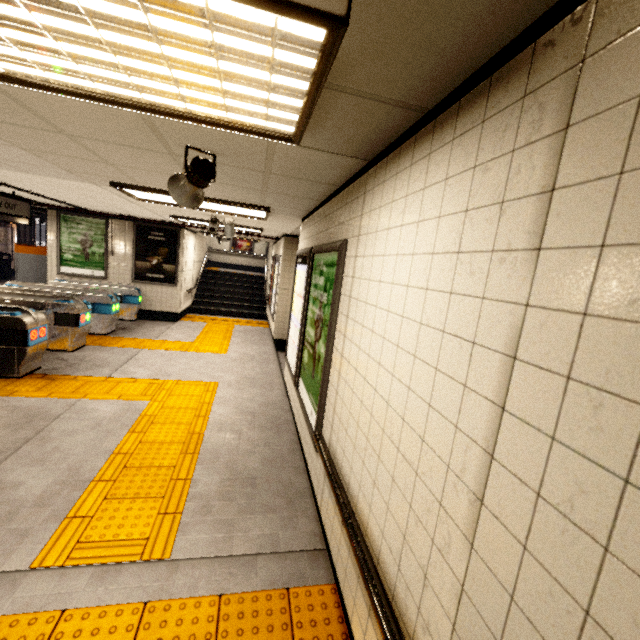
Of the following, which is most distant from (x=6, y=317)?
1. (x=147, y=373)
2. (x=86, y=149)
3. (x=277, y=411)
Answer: (x=277, y=411)

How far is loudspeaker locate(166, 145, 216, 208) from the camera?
2.3m

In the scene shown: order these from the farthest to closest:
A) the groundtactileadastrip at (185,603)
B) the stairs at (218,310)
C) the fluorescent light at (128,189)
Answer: the stairs at (218,310)
the fluorescent light at (128,189)
the groundtactileadastrip at (185,603)

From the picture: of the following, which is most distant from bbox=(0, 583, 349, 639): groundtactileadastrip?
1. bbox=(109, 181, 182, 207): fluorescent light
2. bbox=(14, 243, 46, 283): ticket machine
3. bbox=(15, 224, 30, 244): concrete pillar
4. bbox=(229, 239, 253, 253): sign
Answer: bbox=(15, 224, 30, 244): concrete pillar

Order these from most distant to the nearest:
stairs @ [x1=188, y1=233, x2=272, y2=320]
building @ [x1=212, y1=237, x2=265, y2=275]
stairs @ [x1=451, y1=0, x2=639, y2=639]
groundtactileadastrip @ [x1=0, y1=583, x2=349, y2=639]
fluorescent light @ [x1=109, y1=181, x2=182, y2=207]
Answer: building @ [x1=212, y1=237, x2=265, y2=275], stairs @ [x1=188, y1=233, x2=272, y2=320], fluorescent light @ [x1=109, y1=181, x2=182, y2=207], groundtactileadastrip @ [x1=0, y1=583, x2=349, y2=639], stairs @ [x1=451, y1=0, x2=639, y2=639]

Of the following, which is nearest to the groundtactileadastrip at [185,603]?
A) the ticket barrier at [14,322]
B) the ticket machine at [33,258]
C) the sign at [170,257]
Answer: the ticket barrier at [14,322]

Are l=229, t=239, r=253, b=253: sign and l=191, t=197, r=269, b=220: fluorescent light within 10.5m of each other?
no

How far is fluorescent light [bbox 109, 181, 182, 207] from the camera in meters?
4.0
